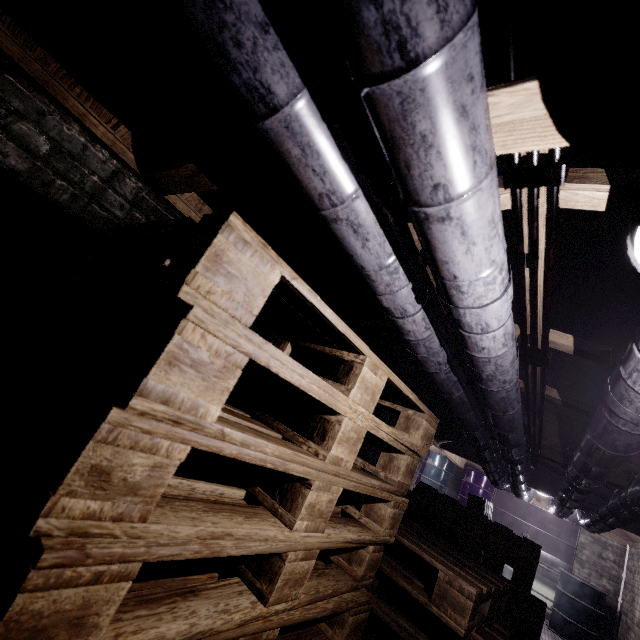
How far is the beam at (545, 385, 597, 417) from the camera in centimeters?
222cm

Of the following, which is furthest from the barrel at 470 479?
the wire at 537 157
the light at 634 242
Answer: the light at 634 242

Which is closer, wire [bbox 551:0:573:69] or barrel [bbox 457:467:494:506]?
wire [bbox 551:0:573:69]

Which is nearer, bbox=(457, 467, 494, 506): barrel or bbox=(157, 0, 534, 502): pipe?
bbox=(157, 0, 534, 502): pipe

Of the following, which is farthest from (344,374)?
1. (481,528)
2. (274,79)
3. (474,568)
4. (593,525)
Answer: (593,525)

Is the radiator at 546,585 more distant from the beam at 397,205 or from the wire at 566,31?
the wire at 566,31

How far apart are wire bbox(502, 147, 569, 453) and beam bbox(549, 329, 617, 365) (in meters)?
0.28

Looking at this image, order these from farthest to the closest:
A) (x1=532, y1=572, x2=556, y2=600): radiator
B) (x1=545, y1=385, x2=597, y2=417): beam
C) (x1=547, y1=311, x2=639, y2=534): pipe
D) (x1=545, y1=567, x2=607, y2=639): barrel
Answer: (x1=532, y1=572, x2=556, y2=600): radiator, (x1=545, y1=567, x2=607, y2=639): barrel, (x1=545, y1=385, x2=597, y2=417): beam, (x1=547, y1=311, x2=639, y2=534): pipe
